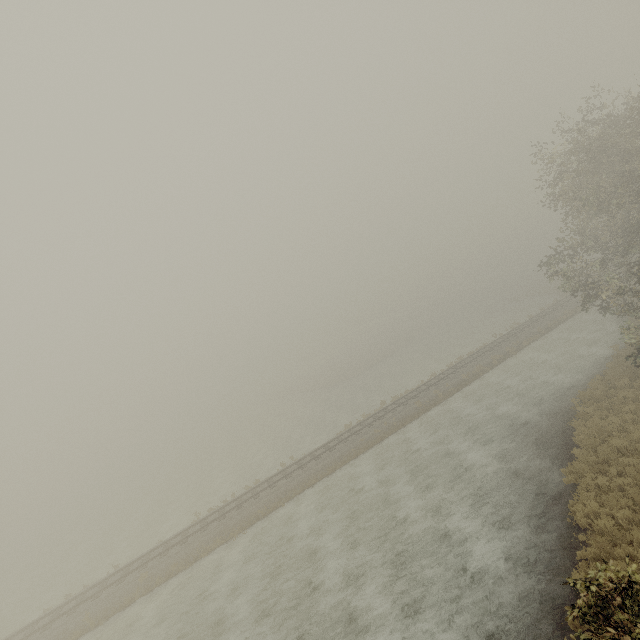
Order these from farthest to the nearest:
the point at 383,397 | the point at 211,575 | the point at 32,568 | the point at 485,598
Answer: the point at 383,397 < the point at 32,568 < the point at 211,575 < the point at 485,598
